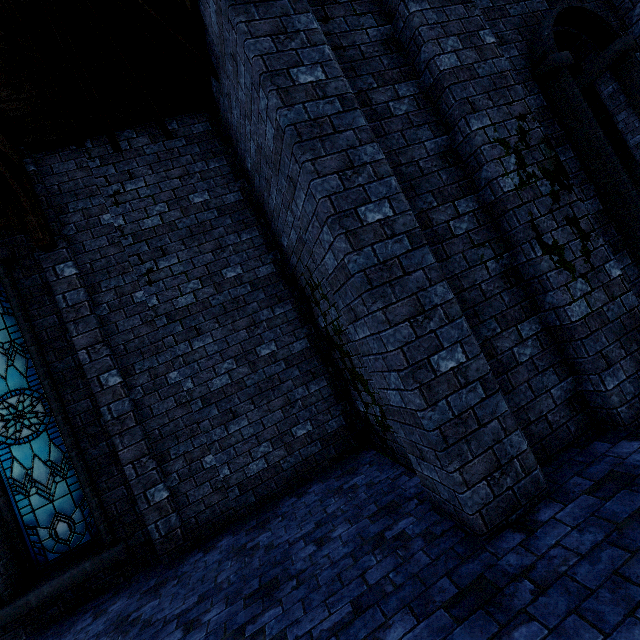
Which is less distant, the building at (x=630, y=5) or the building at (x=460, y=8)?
the building at (x=460, y=8)

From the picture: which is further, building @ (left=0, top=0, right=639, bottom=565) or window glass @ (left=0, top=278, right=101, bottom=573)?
window glass @ (left=0, top=278, right=101, bottom=573)

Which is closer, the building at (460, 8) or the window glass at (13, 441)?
the building at (460, 8)

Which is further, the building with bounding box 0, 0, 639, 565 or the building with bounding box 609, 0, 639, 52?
the building with bounding box 609, 0, 639, 52

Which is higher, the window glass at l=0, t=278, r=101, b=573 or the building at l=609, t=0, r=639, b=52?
the building at l=609, t=0, r=639, b=52

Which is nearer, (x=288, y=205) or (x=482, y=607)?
(x=482, y=607)
